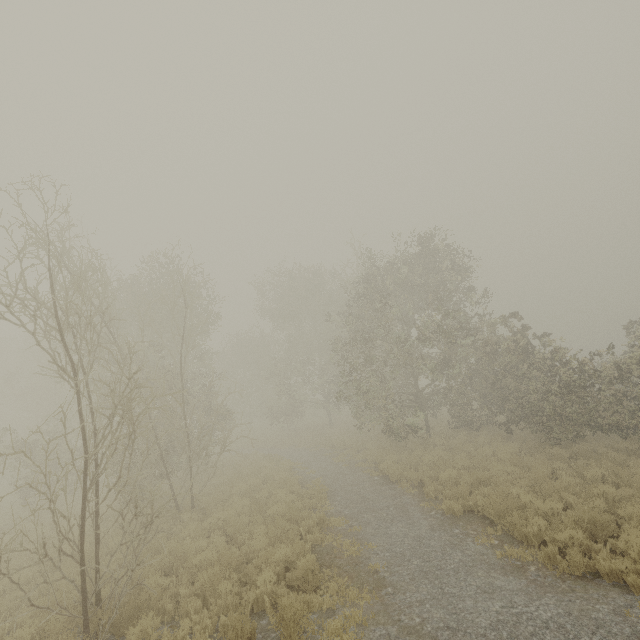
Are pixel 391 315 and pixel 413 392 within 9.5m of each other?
yes
